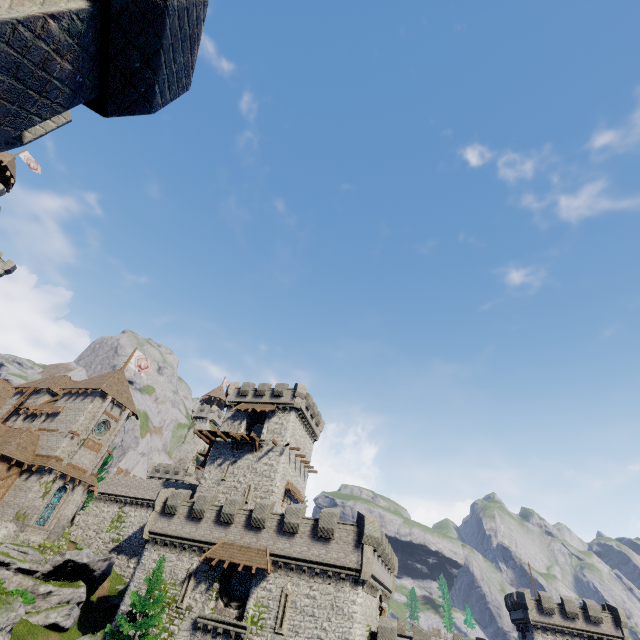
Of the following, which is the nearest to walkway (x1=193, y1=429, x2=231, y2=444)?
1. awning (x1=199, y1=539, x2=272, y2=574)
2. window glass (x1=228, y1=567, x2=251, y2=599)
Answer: awning (x1=199, y1=539, x2=272, y2=574)

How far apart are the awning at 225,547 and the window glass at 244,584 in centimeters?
135cm

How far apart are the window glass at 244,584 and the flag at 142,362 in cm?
3150

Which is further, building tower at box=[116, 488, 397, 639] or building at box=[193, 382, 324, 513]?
building at box=[193, 382, 324, 513]

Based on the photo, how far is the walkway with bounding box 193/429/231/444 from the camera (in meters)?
38.90

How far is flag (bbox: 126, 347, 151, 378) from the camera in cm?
4722

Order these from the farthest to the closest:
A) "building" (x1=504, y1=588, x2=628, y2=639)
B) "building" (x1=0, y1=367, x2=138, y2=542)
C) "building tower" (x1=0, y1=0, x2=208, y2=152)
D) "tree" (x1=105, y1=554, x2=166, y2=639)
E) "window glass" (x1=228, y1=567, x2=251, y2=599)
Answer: "building" (x1=504, y1=588, x2=628, y2=639) → "building" (x1=0, y1=367, x2=138, y2=542) → "window glass" (x1=228, y1=567, x2=251, y2=599) → "tree" (x1=105, y1=554, x2=166, y2=639) → "building tower" (x1=0, y1=0, x2=208, y2=152)

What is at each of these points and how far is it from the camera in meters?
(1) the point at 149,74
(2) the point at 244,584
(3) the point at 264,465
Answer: (1) building tower, 3.8 m
(2) window glass, 25.8 m
(3) building, 36.8 m
